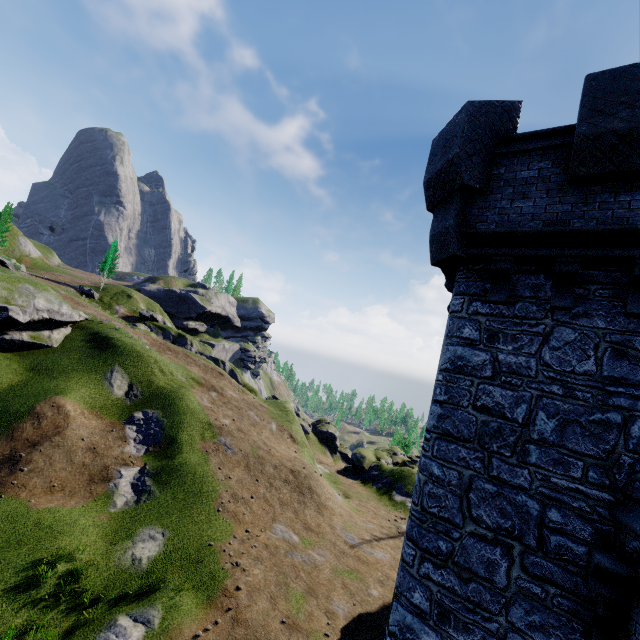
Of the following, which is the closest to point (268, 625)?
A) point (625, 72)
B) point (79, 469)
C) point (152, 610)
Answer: point (152, 610)

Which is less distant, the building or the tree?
the building

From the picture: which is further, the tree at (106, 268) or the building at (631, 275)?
the tree at (106, 268)

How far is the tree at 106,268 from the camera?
58.6 meters

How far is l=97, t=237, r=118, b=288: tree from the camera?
58.6m

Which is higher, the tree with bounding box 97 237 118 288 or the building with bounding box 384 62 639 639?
the tree with bounding box 97 237 118 288
